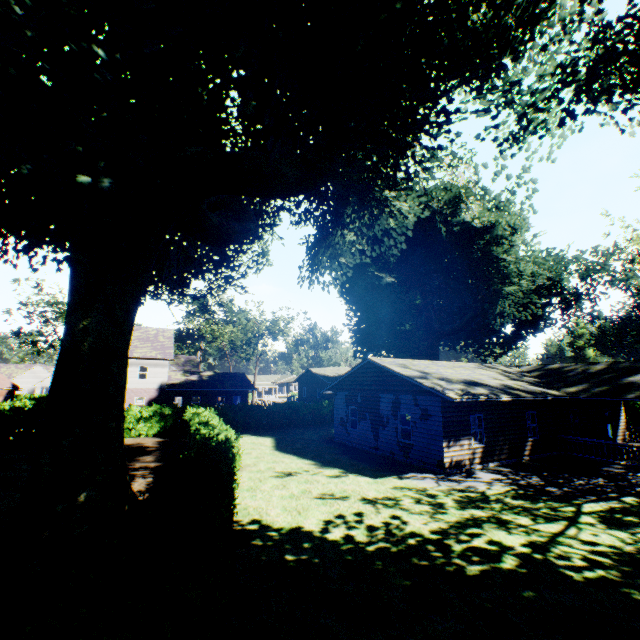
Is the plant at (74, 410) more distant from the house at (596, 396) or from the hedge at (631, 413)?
the hedge at (631, 413)

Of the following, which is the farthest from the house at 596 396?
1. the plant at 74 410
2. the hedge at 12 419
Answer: the hedge at 12 419

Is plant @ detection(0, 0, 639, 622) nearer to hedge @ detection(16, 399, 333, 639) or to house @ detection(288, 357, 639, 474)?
house @ detection(288, 357, 639, 474)

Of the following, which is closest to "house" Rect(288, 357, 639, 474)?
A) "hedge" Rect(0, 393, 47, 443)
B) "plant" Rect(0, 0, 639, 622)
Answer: "plant" Rect(0, 0, 639, 622)

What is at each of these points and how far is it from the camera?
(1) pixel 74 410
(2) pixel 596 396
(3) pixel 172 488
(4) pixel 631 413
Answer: (1) plant, 7.3m
(2) house, 18.0m
(3) hedge, 6.1m
(4) hedge, 28.3m
